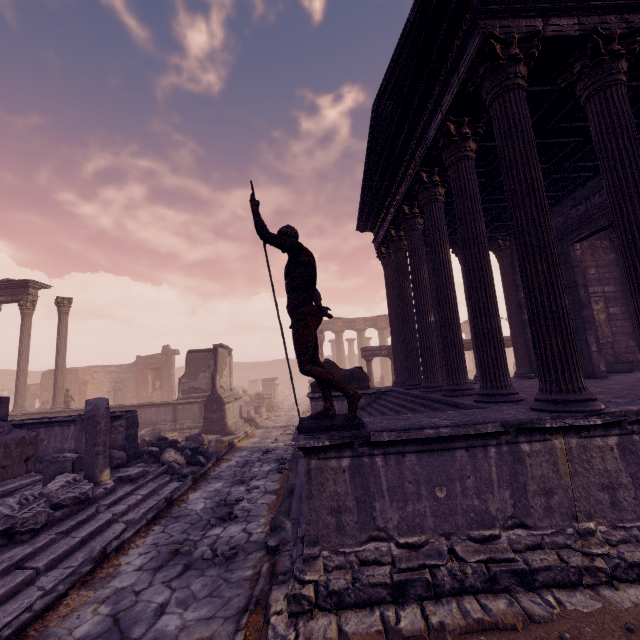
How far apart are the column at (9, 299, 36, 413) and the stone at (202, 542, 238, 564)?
16.6 meters

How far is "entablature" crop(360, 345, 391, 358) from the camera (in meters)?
15.70

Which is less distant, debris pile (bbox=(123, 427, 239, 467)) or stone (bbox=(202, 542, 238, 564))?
stone (bbox=(202, 542, 238, 564))

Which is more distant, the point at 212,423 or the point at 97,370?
the point at 97,370

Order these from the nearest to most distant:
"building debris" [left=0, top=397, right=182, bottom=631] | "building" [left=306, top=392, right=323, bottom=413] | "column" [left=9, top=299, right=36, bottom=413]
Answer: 1. "building debris" [left=0, top=397, right=182, bottom=631]
2. "building" [left=306, top=392, right=323, bottom=413]
3. "column" [left=9, top=299, right=36, bottom=413]

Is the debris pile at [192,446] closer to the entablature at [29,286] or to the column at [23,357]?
the column at [23,357]

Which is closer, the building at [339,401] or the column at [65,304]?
the building at [339,401]

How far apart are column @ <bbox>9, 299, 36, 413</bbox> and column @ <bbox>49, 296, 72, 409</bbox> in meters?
0.9 m
